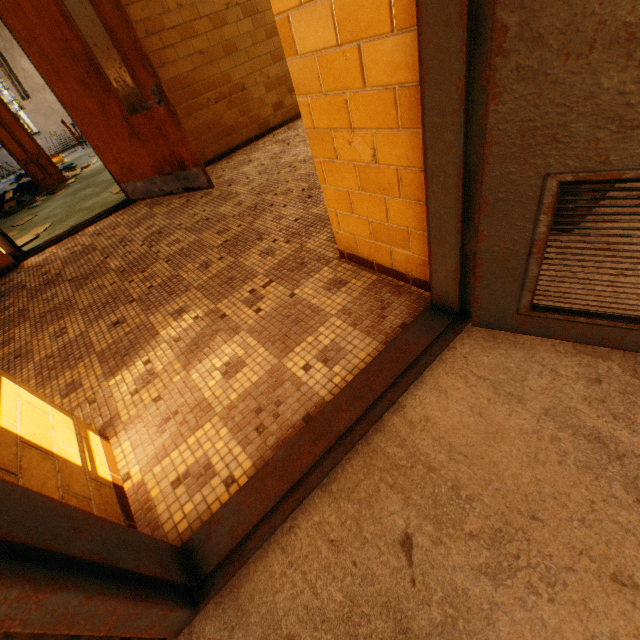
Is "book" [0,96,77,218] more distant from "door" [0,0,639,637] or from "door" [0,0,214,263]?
"door" [0,0,639,637]

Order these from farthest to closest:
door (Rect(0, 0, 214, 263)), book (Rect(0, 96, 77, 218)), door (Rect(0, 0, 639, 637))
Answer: book (Rect(0, 96, 77, 218)) < door (Rect(0, 0, 214, 263)) < door (Rect(0, 0, 639, 637))

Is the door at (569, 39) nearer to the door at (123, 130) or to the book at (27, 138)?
the door at (123, 130)

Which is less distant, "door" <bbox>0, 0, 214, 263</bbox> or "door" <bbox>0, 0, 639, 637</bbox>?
"door" <bbox>0, 0, 639, 637</bbox>

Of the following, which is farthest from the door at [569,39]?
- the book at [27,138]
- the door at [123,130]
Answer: the book at [27,138]

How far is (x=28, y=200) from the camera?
7.0 meters

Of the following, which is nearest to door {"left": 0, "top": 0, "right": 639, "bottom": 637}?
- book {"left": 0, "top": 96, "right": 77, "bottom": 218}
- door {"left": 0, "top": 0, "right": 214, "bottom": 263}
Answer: door {"left": 0, "top": 0, "right": 214, "bottom": 263}
